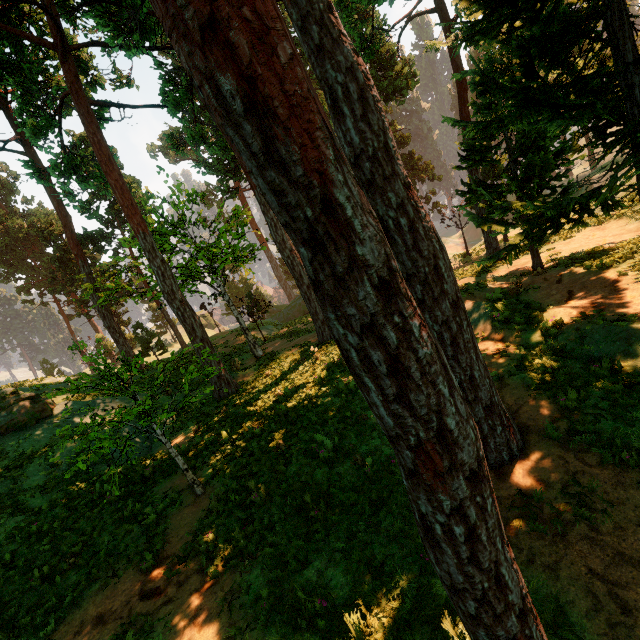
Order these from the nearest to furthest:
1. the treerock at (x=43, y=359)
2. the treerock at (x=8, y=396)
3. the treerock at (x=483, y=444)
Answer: the treerock at (x=483, y=444), the treerock at (x=8, y=396), the treerock at (x=43, y=359)

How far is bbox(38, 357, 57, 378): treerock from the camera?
56.6 meters

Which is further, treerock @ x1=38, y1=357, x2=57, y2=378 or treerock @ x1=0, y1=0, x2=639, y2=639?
treerock @ x1=38, y1=357, x2=57, y2=378

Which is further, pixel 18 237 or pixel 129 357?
pixel 18 237

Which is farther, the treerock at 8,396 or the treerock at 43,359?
the treerock at 43,359

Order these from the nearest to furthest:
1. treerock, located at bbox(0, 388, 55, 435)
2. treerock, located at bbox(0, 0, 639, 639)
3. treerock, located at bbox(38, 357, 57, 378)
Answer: treerock, located at bbox(0, 0, 639, 639) → treerock, located at bbox(0, 388, 55, 435) → treerock, located at bbox(38, 357, 57, 378)
